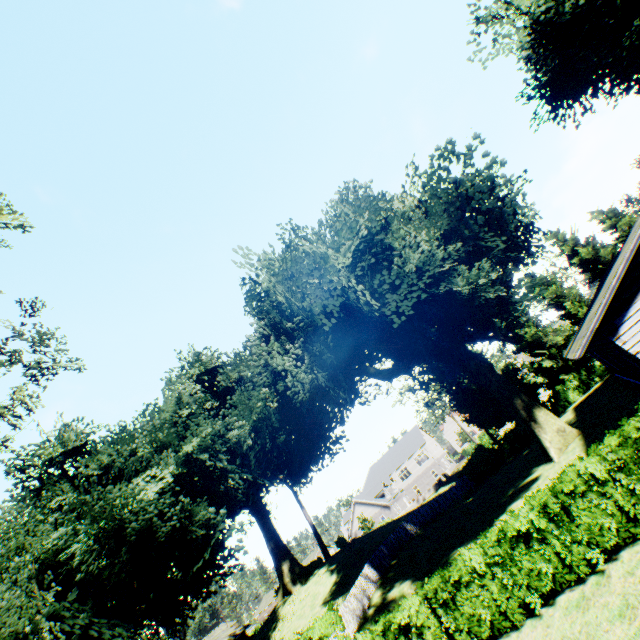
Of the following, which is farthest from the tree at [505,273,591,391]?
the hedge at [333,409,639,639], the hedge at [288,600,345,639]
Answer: the hedge at [288,600,345,639]

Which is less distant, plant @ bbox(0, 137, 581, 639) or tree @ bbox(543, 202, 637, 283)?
plant @ bbox(0, 137, 581, 639)

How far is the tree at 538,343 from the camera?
33.2 meters

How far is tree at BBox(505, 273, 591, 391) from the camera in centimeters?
3316cm

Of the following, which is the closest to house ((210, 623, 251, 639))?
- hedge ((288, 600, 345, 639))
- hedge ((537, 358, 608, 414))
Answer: hedge ((288, 600, 345, 639))

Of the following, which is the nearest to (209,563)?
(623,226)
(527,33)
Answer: (527,33)

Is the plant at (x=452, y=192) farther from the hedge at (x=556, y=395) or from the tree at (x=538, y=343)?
the hedge at (x=556, y=395)

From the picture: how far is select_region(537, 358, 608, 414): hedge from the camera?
30.9m
